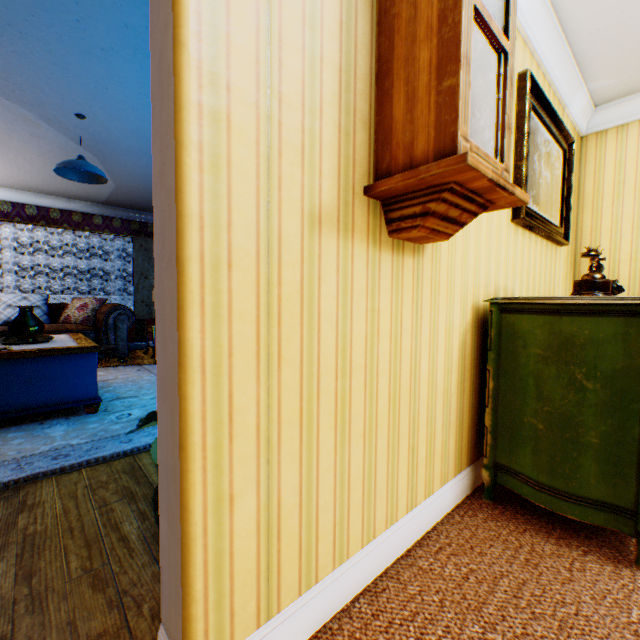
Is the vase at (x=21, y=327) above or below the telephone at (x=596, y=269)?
below

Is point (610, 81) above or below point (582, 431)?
above

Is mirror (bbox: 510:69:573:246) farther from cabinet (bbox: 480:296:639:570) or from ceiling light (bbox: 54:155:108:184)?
ceiling light (bbox: 54:155:108:184)

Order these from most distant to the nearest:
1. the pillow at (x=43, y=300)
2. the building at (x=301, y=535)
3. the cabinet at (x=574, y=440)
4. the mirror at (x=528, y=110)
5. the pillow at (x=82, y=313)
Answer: the pillow at (x=82, y=313), the pillow at (x=43, y=300), the mirror at (x=528, y=110), the cabinet at (x=574, y=440), the building at (x=301, y=535)

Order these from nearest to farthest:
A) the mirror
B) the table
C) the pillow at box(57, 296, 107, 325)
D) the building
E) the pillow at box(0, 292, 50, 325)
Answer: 1. the building
2. the mirror
3. the table
4. the pillow at box(0, 292, 50, 325)
5. the pillow at box(57, 296, 107, 325)

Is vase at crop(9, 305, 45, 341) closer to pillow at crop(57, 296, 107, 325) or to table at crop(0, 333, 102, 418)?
table at crop(0, 333, 102, 418)

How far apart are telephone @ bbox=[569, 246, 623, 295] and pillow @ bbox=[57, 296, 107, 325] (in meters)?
7.03

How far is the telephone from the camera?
1.7 meters
